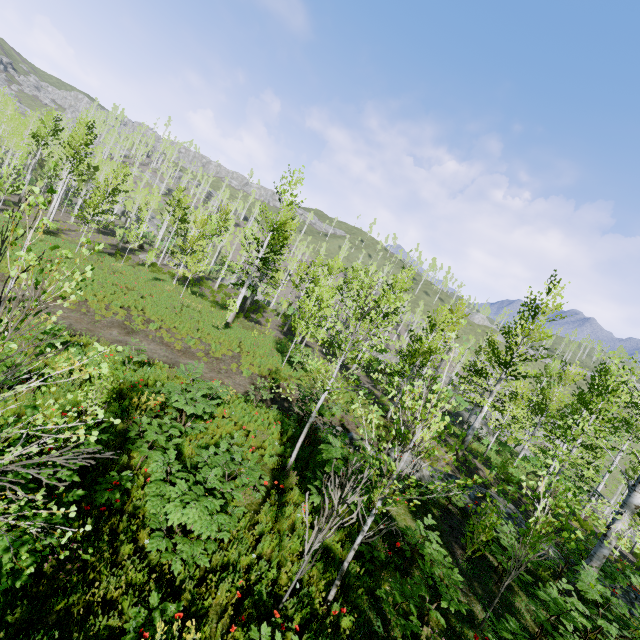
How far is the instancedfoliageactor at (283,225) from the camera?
22.1 meters

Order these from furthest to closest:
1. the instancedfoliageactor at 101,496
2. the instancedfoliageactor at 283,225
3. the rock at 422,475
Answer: the instancedfoliageactor at 283,225
the rock at 422,475
the instancedfoliageactor at 101,496

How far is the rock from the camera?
12.1 meters

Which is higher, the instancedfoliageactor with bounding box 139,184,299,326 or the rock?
the instancedfoliageactor with bounding box 139,184,299,326

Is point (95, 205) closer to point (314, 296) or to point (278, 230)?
point (278, 230)

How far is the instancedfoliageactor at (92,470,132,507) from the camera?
5.27m

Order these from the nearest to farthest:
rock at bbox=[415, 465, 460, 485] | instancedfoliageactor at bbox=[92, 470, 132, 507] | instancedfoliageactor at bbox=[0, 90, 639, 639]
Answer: instancedfoliageactor at bbox=[0, 90, 639, 639]
instancedfoliageactor at bbox=[92, 470, 132, 507]
rock at bbox=[415, 465, 460, 485]

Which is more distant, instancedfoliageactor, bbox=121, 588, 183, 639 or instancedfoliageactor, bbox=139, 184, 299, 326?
instancedfoliageactor, bbox=139, 184, 299, 326
